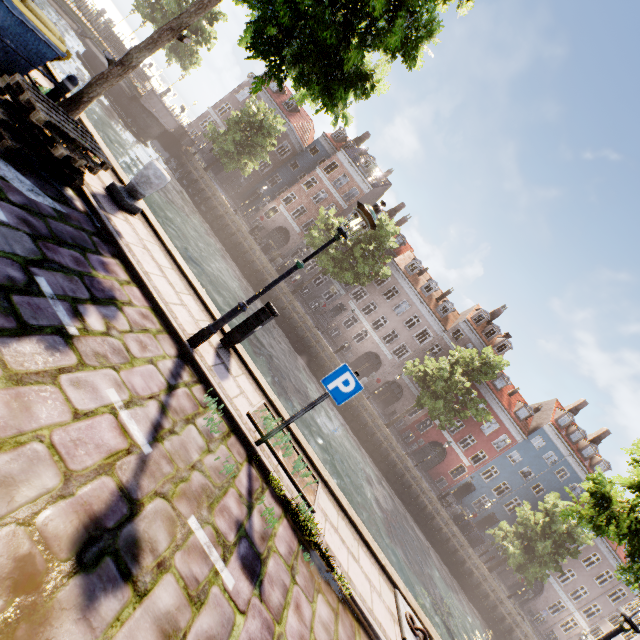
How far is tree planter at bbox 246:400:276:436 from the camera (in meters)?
5.45

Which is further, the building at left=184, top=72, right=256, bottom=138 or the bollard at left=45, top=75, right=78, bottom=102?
the building at left=184, top=72, right=256, bottom=138

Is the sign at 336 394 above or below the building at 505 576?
above

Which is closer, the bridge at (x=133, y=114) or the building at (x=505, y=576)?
the bridge at (x=133, y=114)

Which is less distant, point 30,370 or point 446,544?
point 30,370

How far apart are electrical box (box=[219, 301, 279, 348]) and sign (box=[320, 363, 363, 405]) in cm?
198

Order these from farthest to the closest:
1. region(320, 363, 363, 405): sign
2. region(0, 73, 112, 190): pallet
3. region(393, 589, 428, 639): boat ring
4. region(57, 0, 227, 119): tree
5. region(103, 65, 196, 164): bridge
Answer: region(103, 65, 196, 164): bridge
region(57, 0, 227, 119): tree
region(393, 589, 428, 639): boat ring
region(320, 363, 363, 405): sign
region(0, 73, 112, 190): pallet

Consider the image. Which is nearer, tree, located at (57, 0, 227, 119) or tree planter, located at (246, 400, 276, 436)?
tree planter, located at (246, 400, 276, 436)
